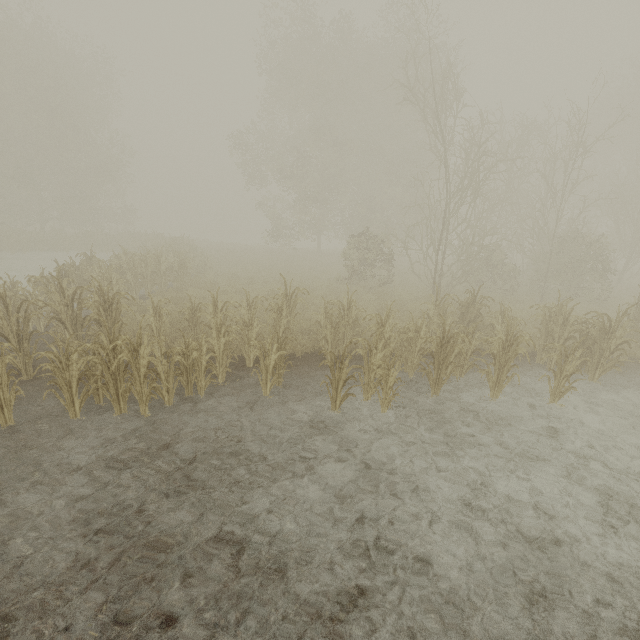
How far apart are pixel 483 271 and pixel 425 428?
10.80m
